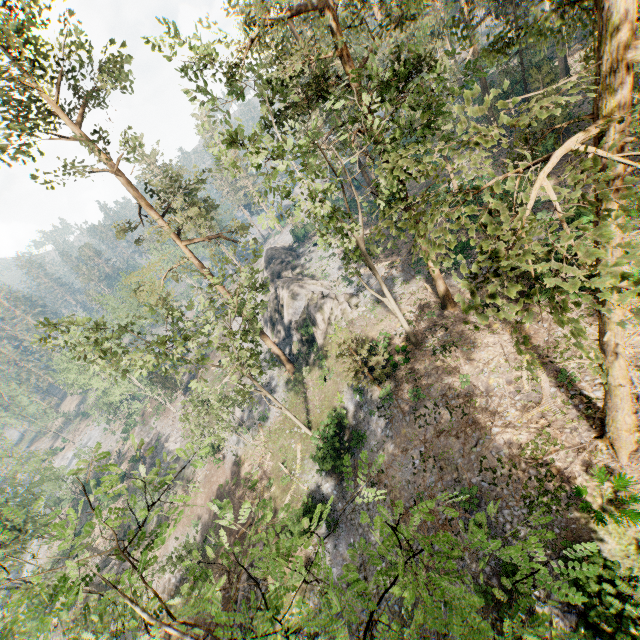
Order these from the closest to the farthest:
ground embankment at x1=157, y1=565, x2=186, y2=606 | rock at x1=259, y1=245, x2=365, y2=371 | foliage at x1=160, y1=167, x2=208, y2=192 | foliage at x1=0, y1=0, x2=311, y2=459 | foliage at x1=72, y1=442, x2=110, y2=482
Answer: foliage at x1=72, y1=442, x2=110, y2=482
foliage at x1=0, y1=0, x2=311, y2=459
foliage at x1=160, y1=167, x2=208, y2=192
ground embankment at x1=157, y1=565, x2=186, y2=606
rock at x1=259, y1=245, x2=365, y2=371

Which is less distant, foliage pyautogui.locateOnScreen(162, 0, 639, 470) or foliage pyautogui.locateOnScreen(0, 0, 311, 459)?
foliage pyautogui.locateOnScreen(162, 0, 639, 470)

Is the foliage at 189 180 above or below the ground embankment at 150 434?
above

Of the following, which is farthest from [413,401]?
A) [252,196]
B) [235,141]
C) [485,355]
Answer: [235,141]

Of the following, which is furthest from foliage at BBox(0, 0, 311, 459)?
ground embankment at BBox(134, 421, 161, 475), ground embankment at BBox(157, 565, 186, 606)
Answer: ground embankment at BBox(157, 565, 186, 606)

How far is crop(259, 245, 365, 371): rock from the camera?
31.66m

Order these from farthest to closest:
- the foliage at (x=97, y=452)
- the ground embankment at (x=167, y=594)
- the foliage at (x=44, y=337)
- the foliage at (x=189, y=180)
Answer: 1. the ground embankment at (x=167, y=594)
2. the foliage at (x=189, y=180)
3. the foliage at (x=44, y=337)
4. the foliage at (x=97, y=452)

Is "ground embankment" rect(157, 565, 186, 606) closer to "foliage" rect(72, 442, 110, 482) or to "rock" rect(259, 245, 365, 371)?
"foliage" rect(72, 442, 110, 482)
